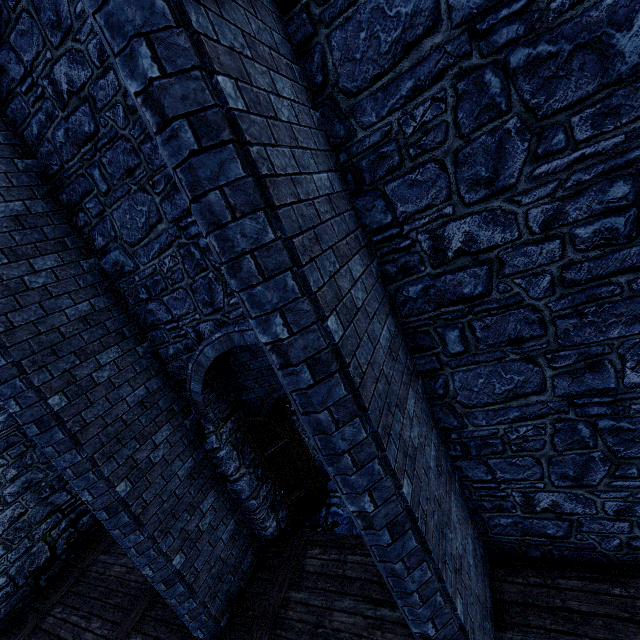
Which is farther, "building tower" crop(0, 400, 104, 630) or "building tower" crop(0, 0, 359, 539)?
"building tower" crop(0, 400, 104, 630)

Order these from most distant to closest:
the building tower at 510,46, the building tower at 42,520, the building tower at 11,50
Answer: the building tower at 42,520
the building tower at 11,50
the building tower at 510,46

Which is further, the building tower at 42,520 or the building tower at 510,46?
the building tower at 42,520

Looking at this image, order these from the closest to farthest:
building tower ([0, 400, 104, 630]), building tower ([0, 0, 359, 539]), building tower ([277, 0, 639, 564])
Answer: building tower ([277, 0, 639, 564]) → building tower ([0, 0, 359, 539]) → building tower ([0, 400, 104, 630])

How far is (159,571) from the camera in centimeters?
474cm
